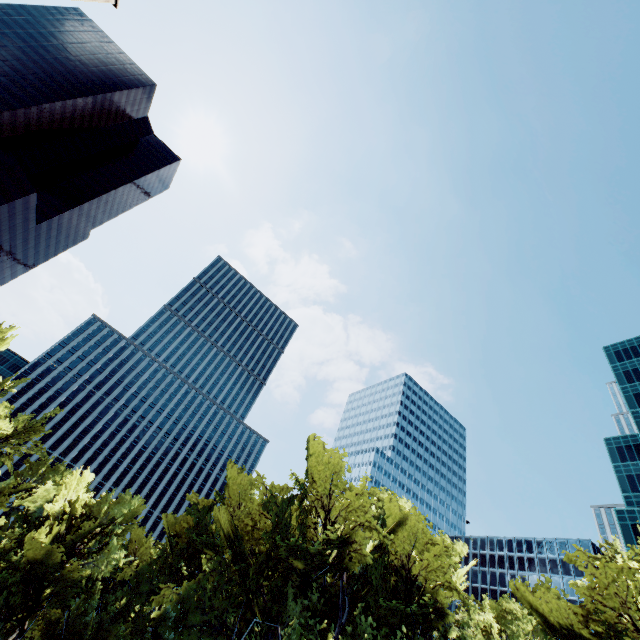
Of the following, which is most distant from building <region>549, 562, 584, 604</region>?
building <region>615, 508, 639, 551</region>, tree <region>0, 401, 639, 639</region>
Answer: tree <region>0, 401, 639, 639</region>

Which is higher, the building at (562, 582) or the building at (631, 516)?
the building at (631, 516)

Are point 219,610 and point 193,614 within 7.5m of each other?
yes

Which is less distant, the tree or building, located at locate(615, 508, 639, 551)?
the tree

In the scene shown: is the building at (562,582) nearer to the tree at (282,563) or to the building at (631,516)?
the building at (631,516)

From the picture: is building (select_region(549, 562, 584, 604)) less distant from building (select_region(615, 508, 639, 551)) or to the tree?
building (select_region(615, 508, 639, 551))

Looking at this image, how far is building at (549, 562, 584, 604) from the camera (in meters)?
55.94
